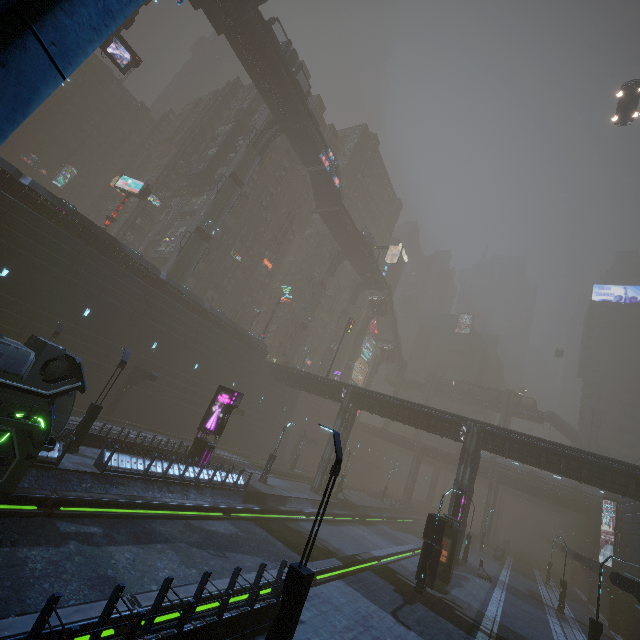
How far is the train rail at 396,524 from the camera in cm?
1798

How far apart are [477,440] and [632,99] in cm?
3797

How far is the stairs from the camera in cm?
4944

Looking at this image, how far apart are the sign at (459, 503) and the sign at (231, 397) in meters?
18.1 m

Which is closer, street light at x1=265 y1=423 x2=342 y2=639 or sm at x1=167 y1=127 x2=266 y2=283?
street light at x1=265 y1=423 x2=342 y2=639

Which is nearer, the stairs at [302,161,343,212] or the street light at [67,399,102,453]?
the street light at [67,399,102,453]

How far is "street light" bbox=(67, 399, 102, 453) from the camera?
16.23m

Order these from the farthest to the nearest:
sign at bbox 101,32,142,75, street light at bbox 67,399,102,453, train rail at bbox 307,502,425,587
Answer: sign at bbox 101,32,142,75, train rail at bbox 307,502,425,587, street light at bbox 67,399,102,453
